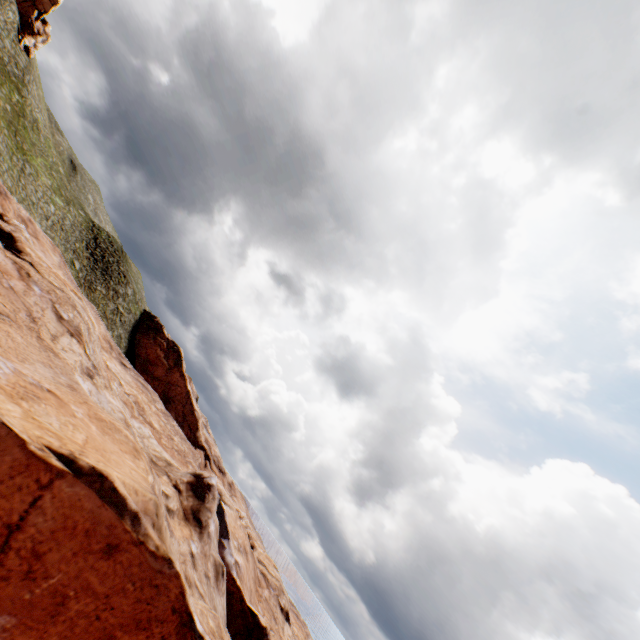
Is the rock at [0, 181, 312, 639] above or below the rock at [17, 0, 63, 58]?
below

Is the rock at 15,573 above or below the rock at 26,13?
below

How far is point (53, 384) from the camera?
12.28m

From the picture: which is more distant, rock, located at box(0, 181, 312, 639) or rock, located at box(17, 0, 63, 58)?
rock, located at box(17, 0, 63, 58)

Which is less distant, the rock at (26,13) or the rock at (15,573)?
the rock at (15,573)
